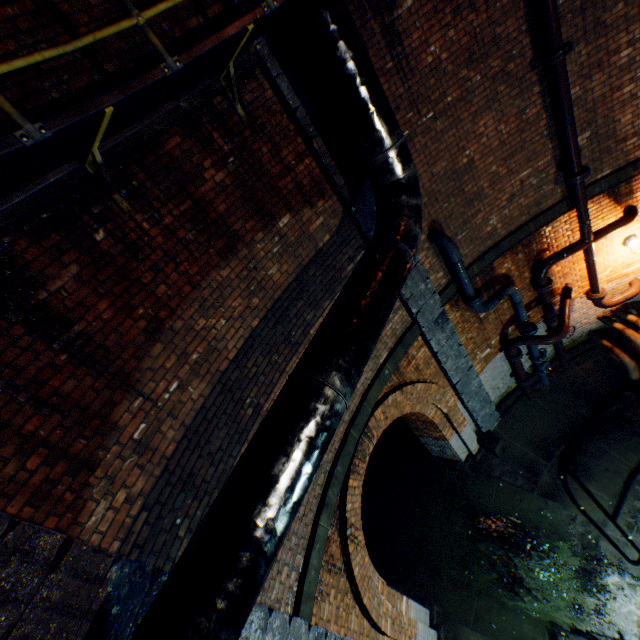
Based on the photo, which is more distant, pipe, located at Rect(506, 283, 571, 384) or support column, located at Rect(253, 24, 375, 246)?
pipe, located at Rect(506, 283, 571, 384)

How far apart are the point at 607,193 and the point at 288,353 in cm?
703

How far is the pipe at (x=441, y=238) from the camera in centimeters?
570cm

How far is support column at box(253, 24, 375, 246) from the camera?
3.87m

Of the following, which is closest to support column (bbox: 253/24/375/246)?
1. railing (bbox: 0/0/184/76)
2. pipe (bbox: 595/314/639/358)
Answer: railing (bbox: 0/0/184/76)

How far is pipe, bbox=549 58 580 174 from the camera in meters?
4.9 m

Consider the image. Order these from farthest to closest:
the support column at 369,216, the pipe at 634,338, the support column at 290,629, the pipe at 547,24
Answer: the pipe at 634,338 < the pipe at 547,24 < the support column at 369,216 < the support column at 290,629

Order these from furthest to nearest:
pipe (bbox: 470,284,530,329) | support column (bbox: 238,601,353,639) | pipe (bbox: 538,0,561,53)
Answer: pipe (bbox: 470,284,530,329)
pipe (bbox: 538,0,561,53)
support column (bbox: 238,601,353,639)
